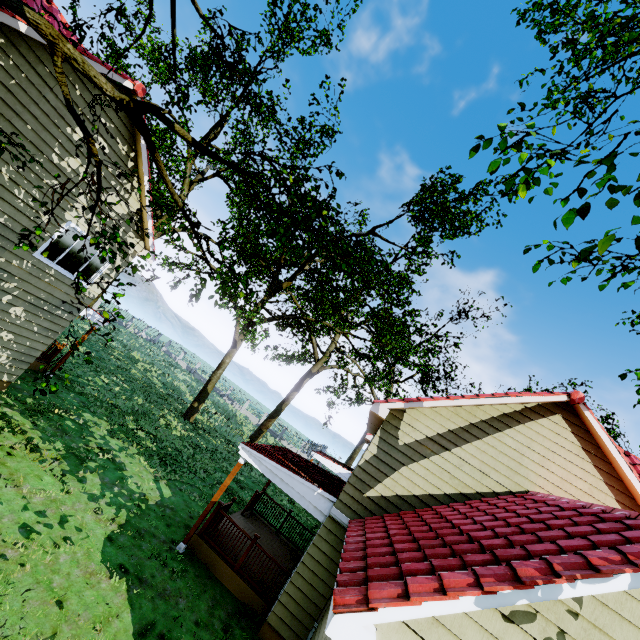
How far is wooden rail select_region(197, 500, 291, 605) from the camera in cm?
873

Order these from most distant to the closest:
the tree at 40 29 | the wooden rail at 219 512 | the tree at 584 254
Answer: the wooden rail at 219 512, the tree at 40 29, the tree at 584 254

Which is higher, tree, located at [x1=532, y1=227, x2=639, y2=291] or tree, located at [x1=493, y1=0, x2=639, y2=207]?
tree, located at [x1=493, y1=0, x2=639, y2=207]

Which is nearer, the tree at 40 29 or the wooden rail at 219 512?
the tree at 40 29

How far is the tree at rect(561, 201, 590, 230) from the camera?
4.46m

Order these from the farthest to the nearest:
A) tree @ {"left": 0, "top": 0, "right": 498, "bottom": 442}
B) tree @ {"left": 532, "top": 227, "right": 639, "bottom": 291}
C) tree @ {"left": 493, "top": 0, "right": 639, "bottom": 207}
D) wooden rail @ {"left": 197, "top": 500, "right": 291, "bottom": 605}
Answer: wooden rail @ {"left": 197, "top": 500, "right": 291, "bottom": 605} < tree @ {"left": 493, "top": 0, "right": 639, "bottom": 207} < tree @ {"left": 0, "top": 0, "right": 498, "bottom": 442} < tree @ {"left": 532, "top": 227, "right": 639, "bottom": 291}

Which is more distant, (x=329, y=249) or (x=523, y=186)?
(x=329, y=249)
